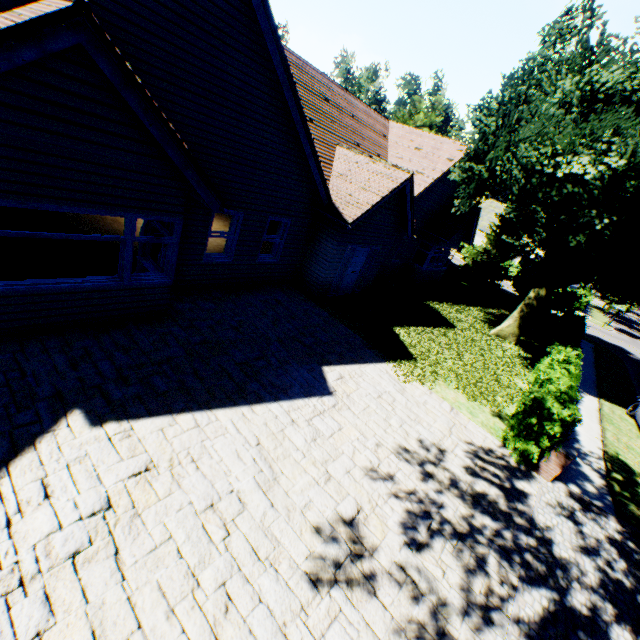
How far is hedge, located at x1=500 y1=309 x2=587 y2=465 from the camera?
7.61m

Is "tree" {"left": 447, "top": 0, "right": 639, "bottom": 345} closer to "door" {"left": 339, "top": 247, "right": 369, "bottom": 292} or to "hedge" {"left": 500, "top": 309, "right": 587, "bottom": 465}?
"hedge" {"left": 500, "top": 309, "right": 587, "bottom": 465}

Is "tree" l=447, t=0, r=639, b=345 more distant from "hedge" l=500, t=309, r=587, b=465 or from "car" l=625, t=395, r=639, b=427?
"car" l=625, t=395, r=639, b=427

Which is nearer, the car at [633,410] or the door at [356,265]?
the car at [633,410]

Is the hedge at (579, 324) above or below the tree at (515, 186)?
below

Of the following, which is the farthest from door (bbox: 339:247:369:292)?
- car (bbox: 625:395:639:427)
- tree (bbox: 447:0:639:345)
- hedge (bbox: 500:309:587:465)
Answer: car (bbox: 625:395:639:427)

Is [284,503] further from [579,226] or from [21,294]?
[579,226]

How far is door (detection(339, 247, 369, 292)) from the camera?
13.3 meters
